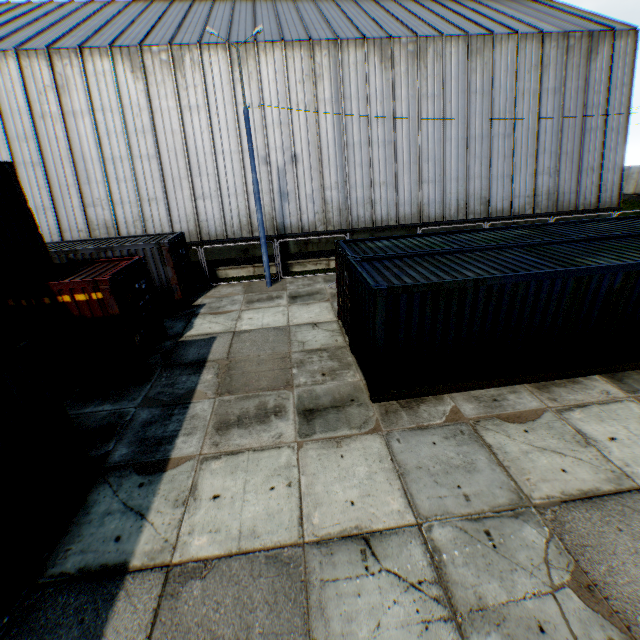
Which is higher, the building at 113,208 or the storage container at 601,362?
the building at 113,208

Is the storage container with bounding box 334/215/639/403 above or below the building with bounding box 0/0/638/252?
below

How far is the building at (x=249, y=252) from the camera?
18.6 meters

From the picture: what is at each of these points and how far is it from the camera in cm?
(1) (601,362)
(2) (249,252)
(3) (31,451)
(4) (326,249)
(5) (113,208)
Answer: (1) storage container, 832
(2) building, 1883
(3) storage container, 524
(4) building, 1930
(5) building, 1742

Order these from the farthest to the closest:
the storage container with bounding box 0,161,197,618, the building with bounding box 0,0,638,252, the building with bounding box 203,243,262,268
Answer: the building with bounding box 203,243,262,268
the building with bounding box 0,0,638,252
the storage container with bounding box 0,161,197,618

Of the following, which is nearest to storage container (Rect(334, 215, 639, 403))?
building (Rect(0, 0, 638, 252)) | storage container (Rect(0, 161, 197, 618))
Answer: storage container (Rect(0, 161, 197, 618))

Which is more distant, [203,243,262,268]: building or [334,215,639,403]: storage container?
[203,243,262,268]: building
